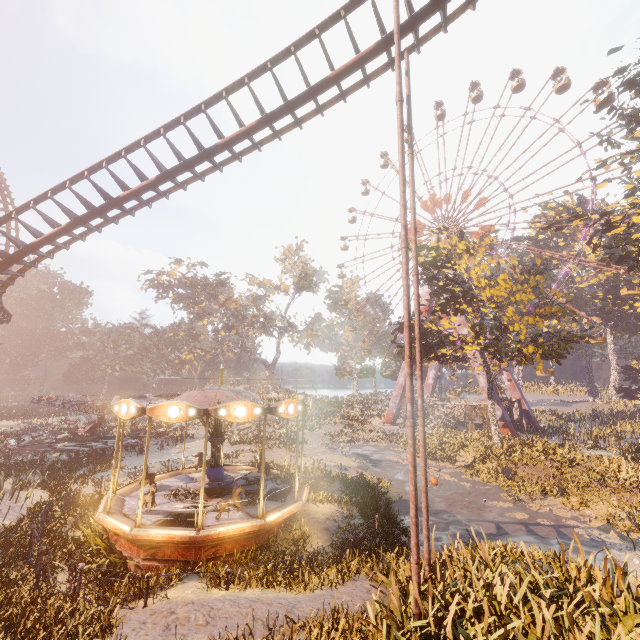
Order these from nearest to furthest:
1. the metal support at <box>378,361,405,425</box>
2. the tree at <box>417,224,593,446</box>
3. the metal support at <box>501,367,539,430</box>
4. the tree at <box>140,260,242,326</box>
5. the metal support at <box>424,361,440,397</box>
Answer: the tree at <box>417,224,593,446</box> → the metal support at <box>501,367,539,430</box> → the metal support at <box>378,361,405,425</box> → the metal support at <box>424,361,440,397</box> → the tree at <box>140,260,242,326</box>

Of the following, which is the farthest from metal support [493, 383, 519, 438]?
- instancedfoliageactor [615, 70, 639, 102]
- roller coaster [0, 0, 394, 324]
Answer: roller coaster [0, 0, 394, 324]

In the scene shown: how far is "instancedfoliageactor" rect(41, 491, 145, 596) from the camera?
9.9 meters

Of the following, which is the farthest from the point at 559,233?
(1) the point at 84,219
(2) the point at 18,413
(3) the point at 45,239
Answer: (2) the point at 18,413

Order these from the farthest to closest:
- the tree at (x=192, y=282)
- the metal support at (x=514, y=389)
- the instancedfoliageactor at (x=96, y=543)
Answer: the tree at (x=192, y=282) < the metal support at (x=514, y=389) < the instancedfoliageactor at (x=96, y=543)

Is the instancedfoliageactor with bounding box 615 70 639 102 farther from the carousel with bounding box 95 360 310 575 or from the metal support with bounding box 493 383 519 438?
the metal support with bounding box 493 383 519 438

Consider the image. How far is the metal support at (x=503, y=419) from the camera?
33.0m

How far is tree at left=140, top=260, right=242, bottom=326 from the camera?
51.6m
